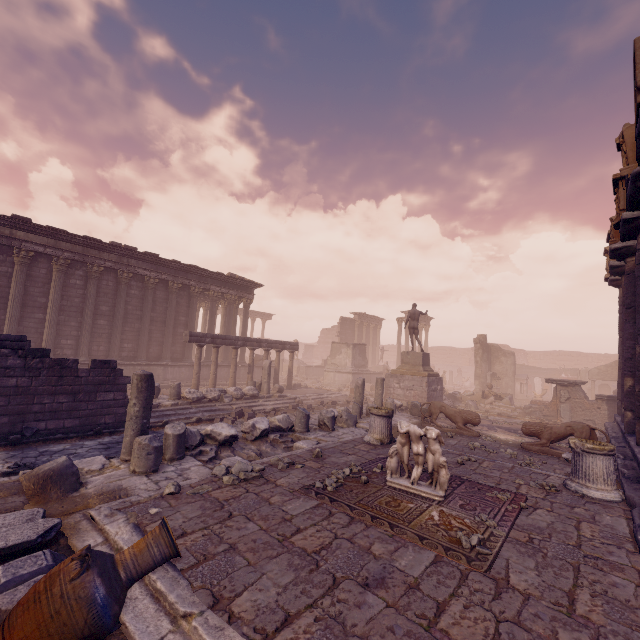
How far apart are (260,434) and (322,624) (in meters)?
6.06

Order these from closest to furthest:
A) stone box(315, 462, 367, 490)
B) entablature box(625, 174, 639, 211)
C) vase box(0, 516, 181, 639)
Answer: vase box(0, 516, 181, 639), stone box(315, 462, 367, 490), entablature box(625, 174, 639, 211)

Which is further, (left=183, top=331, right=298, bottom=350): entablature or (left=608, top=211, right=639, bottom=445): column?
(left=183, top=331, right=298, bottom=350): entablature

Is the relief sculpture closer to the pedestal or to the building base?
the building base

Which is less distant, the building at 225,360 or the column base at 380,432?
the column base at 380,432

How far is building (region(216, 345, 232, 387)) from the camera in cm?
2197

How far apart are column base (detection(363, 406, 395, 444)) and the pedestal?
8.0 meters

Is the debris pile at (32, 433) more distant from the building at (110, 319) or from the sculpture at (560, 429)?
the sculpture at (560, 429)
